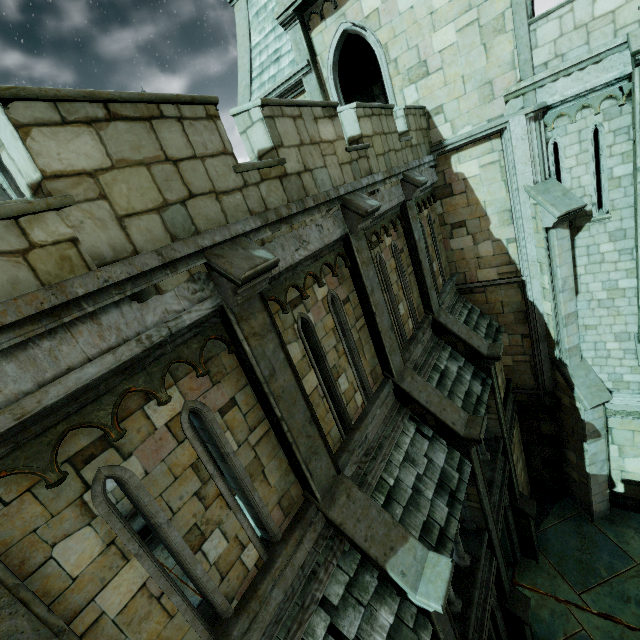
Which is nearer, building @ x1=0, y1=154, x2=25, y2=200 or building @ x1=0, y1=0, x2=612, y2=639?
building @ x1=0, y1=0, x2=612, y2=639

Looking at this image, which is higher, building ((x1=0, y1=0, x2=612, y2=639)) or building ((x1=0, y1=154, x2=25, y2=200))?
building ((x1=0, y1=154, x2=25, y2=200))

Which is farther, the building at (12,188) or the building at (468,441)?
the building at (12,188)

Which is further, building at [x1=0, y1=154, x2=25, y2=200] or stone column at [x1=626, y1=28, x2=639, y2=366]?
building at [x1=0, y1=154, x2=25, y2=200]

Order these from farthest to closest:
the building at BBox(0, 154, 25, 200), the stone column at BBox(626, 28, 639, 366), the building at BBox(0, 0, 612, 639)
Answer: the building at BBox(0, 154, 25, 200) → the stone column at BBox(626, 28, 639, 366) → the building at BBox(0, 0, 612, 639)

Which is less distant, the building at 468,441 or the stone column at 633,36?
the building at 468,441

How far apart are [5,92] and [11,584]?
3.58m
